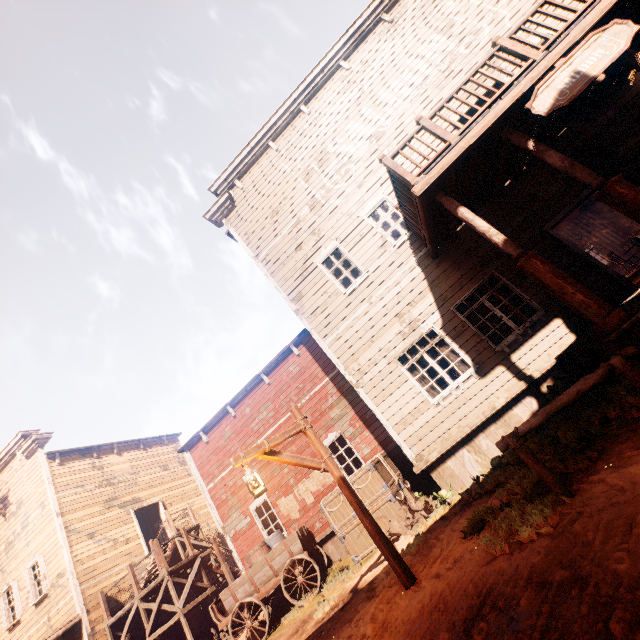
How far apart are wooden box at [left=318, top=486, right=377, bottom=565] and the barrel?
2.10m

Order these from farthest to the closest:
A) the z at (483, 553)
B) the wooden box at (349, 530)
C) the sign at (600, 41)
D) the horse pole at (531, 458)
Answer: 1. the wooden box at (349, 530)
2. the sign at (600, 41)
3. the horse pole at (531, 458)
4. the z at (483, 553)

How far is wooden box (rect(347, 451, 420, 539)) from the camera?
7.7 meters

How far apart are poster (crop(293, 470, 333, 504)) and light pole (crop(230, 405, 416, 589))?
6.2 meters

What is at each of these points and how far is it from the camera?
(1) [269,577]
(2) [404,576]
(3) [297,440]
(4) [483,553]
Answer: (1) carraige, 9.4m
(2) light pole, 5.0m
(3) building, 12.4m
(4) z, 4.2m

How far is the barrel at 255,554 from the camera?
9.77m

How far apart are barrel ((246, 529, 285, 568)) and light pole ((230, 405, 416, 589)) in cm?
610
